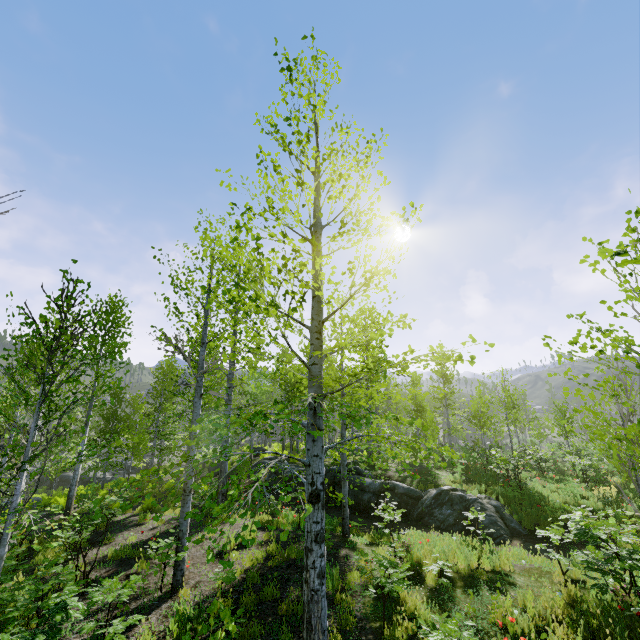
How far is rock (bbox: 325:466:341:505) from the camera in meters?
14.7

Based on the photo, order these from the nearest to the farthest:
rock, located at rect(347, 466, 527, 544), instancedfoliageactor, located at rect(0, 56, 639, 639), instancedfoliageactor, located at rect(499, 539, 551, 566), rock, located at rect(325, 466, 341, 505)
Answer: instancedfoliageactor, located at rect(0, 56, 639, 639), instancedfoliageactor, located at rect(499, 539, 551, 566), rock, located at rect(347, 466, 527, 544), rock, located at rect(325, 466, 341, 505)

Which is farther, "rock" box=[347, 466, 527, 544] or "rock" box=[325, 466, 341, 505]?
"rock" box=[325, 466, 341, 505]

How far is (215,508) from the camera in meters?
2.7

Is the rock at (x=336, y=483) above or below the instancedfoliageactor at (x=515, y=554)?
above

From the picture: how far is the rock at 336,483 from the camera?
14.7m

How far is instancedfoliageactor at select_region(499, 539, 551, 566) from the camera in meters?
7.2
